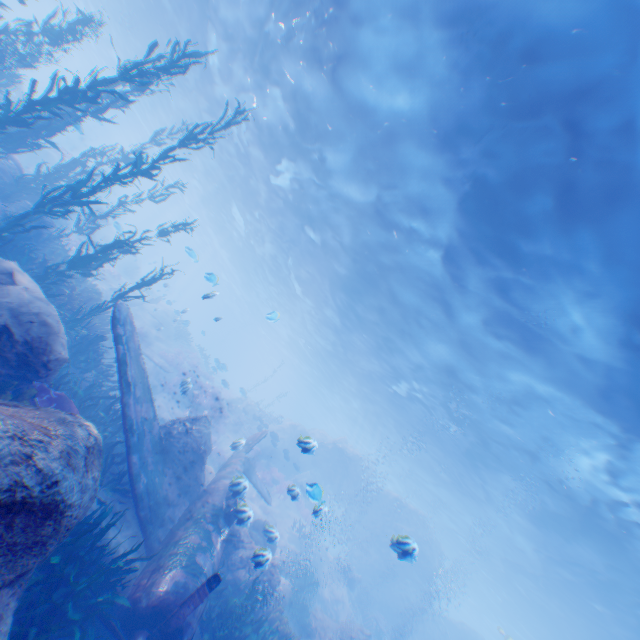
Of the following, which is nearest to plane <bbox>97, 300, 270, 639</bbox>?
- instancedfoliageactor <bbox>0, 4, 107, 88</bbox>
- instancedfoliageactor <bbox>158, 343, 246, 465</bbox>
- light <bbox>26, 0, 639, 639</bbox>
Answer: instancedfoliageactor <bbox>0, 4, 107, 88</bbox>

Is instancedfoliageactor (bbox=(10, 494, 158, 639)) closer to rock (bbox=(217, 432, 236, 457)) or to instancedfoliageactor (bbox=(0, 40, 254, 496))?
rock (bbox=(217, 432, 236, 457))

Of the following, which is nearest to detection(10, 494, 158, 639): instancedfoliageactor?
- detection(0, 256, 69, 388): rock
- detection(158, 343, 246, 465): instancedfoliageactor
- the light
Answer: detection(0, 256, 69, 388): rock

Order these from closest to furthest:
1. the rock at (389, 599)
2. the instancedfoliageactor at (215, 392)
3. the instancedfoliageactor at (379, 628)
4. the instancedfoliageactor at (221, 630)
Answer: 1. the instancedfoliageactor at (221, 630)
2. the instancedfoliageactor at (379, 628)
3. the instancedfoliageactor at (215, 392)
4. the rock at (389, 599)

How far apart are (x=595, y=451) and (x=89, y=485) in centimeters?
1571cm

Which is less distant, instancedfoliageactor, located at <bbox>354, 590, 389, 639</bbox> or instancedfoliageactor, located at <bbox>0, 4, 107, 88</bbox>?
instancedfoliageactor, located at <bbox>0, 4, 107, 88</bbox>

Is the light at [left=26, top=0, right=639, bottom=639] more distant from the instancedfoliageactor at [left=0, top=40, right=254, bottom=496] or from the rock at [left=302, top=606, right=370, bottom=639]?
the instancedfoliageactor at [left=0, top=40, right=254, bottom=496]

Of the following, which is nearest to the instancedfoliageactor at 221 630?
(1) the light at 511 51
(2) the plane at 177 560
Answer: (2) the plane at 177 560
